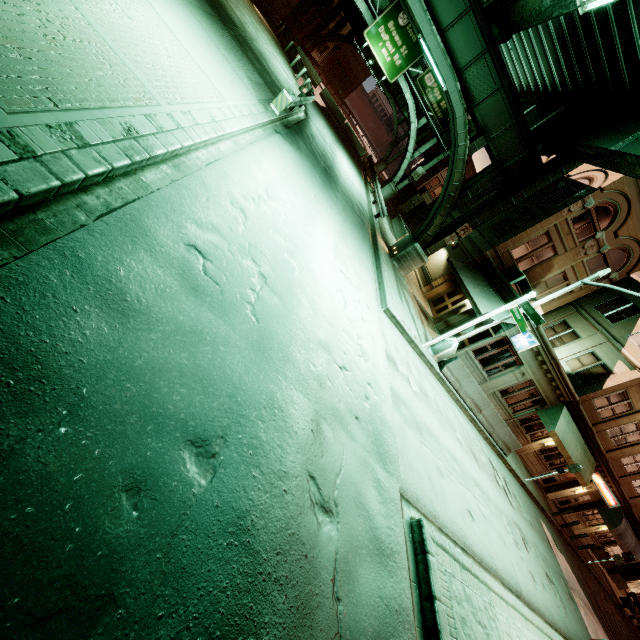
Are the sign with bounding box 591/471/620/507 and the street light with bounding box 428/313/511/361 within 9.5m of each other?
no

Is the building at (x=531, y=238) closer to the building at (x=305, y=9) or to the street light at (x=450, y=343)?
the street light at (x=450, y=343)

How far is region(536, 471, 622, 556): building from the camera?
24.3m

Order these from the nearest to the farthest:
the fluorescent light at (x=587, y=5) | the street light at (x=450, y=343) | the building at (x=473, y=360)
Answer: the fluorescent light at (x=587, y=5), the street light at (x=450, y=343), the building at (x=473, y=360)

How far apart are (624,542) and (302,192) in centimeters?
3587cm

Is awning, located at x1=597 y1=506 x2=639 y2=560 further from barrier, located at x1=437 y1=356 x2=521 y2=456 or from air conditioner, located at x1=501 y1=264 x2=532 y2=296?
air conditioner, located at x1=501 y1=264 x2=532 y2=296

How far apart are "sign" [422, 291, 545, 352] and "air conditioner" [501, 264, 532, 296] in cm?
743

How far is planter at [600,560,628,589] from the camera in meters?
33.7 m
